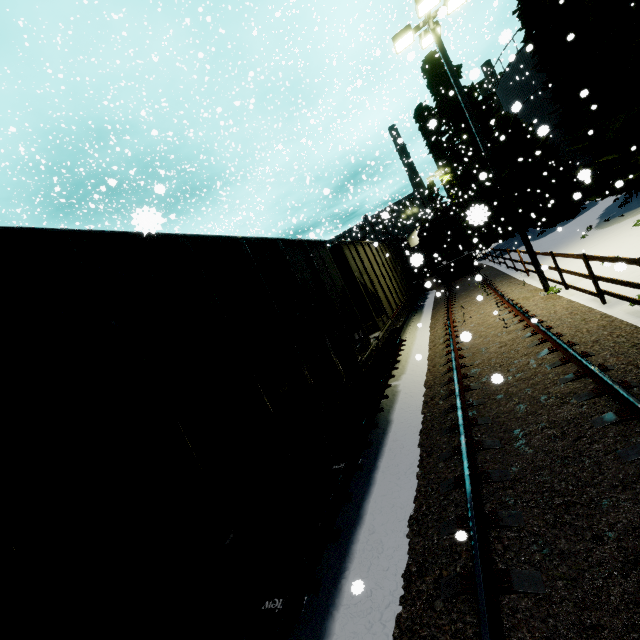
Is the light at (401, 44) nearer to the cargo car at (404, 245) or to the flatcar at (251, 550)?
the flatcar at (251, 550)

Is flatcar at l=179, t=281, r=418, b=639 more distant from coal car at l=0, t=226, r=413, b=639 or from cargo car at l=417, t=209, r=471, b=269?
cargo car at l=417, t=209, r=471, b=269

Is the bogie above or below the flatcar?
below

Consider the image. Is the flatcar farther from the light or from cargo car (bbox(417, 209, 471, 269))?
cargo car (bbox(417, 209, 471, 269))

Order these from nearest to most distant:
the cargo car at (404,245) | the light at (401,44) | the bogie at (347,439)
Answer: the cargo car at (404,245)
the bogie at (347,439)
the light at (401,44)

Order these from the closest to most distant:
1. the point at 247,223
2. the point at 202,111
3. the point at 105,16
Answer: the point at 105,16
the point at 247,223
the point at 202,111

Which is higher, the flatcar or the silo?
the silo

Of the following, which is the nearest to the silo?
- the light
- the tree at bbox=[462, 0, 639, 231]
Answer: the tree at bbox=[462, 0, 639, 231]
